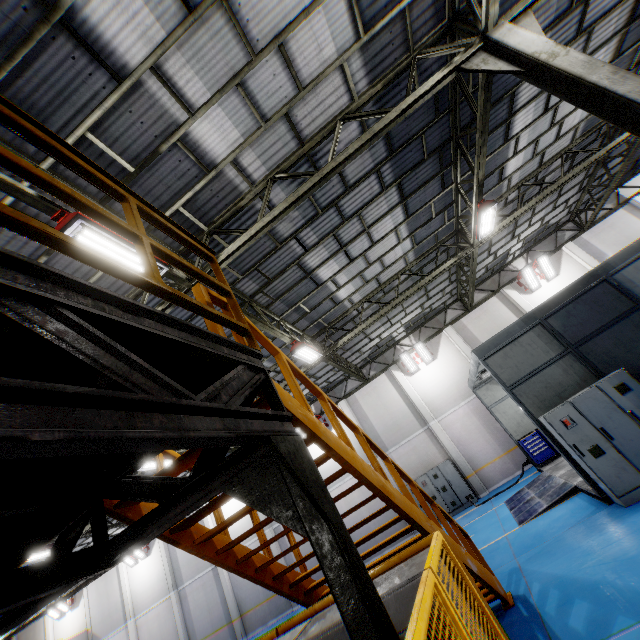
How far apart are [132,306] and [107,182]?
1.3m

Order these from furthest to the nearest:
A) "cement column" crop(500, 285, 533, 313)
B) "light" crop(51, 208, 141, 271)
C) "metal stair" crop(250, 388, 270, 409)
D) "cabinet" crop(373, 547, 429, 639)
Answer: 1. "cement column" crop(500, 285, 533, 313)
2. "light" crop(51, 208, 141, 271)
3. "metal stair" crop(250, 388, 270, 409)
4. "cabinet" crop(373, 547, 429, 639)

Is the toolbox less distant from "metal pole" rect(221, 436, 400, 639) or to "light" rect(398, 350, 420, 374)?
"light" rect(398, 350, 420, 374)

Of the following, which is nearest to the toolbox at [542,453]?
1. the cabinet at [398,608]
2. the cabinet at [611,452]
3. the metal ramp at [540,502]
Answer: the metal ramp at [540,502]

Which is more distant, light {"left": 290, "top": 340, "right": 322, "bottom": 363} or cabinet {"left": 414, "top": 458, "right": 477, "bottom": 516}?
cabinet {"left": 414, "top": 458, "right": 477, "bottom": 516}

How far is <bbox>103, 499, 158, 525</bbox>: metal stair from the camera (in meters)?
3.28

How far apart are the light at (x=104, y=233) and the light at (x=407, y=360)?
15.1 meters

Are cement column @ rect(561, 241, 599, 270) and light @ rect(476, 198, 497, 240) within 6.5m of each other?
no
